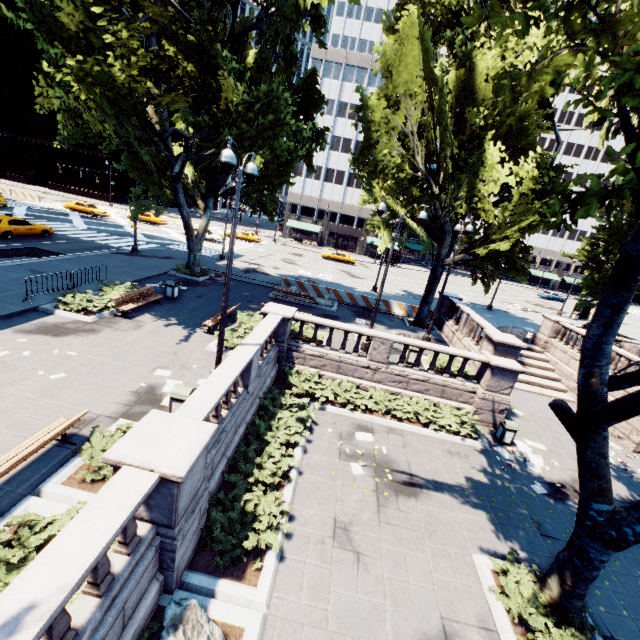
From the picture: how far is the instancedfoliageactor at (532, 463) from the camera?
12.76m

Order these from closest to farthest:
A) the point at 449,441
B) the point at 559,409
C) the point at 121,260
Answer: the point at 559,409
the point at 449,441
the point at 121,260

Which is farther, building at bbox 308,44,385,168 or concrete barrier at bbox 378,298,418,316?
building at bbox 308,44,385,168

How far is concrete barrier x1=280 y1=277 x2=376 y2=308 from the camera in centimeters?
2519cm

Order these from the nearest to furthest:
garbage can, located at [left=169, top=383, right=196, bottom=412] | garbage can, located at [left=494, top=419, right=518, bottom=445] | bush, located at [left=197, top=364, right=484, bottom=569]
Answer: bush, located at [left=197, top=364, right=484, bottom=569]
garbage can, located at [left=169, top=383, right=196, bottom=412]
garbage can, located at [left=494, top=419, right=518, bottom=445]

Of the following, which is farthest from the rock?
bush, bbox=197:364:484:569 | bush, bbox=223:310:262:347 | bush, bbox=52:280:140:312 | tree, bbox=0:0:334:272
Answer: bush, bbox=52:280:140:312

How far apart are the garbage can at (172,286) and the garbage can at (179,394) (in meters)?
10.45

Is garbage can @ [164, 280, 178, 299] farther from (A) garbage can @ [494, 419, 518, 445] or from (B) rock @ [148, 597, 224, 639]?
(A) garbage can @ [494, 419, 518, 445]
